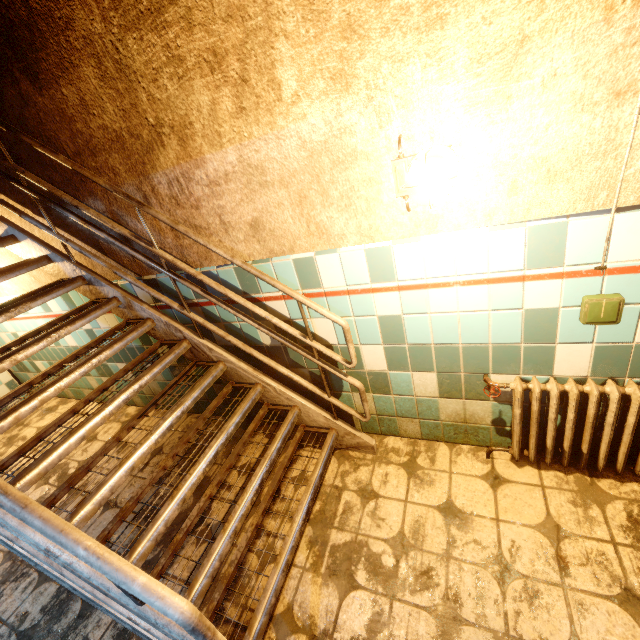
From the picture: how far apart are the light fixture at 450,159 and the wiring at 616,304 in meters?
0.8 m

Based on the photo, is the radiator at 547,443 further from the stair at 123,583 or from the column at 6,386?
the column at 6,386

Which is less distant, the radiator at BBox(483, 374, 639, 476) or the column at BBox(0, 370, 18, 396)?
the radiator at BBox(483, 374, 639, 476)

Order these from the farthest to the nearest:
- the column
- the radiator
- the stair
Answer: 1. the column
2. the radiator
3. the stair

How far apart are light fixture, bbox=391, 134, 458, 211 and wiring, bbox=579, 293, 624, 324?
0.82m

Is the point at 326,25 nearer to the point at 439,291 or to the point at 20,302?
the point at 439,291

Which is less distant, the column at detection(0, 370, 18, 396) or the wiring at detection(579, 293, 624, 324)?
the wiring at detection(579, 293, 624, 324)

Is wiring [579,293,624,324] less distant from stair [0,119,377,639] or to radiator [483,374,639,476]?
radiator [483,374,639,476]
